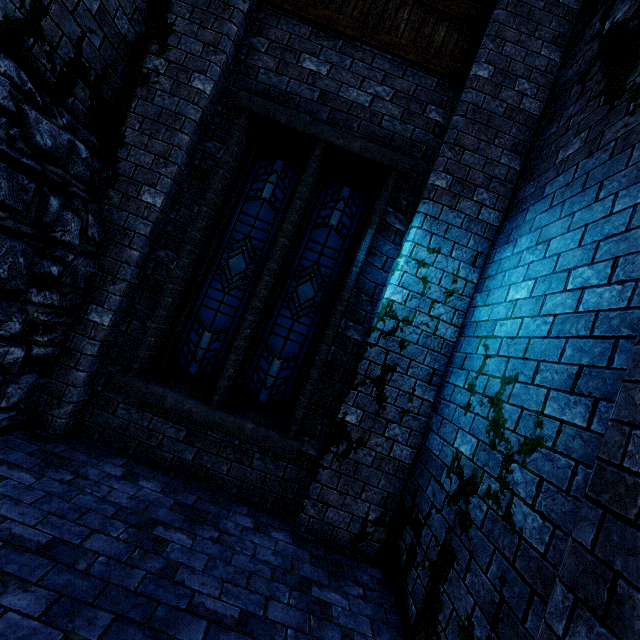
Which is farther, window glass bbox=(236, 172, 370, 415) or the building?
window glass bbox=(236, 172, 370, 415)

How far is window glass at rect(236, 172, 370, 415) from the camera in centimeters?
428cm

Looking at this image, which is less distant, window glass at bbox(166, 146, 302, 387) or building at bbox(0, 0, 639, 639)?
building at bbox(0, 0, 639, 639)

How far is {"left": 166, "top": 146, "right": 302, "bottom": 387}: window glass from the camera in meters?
4.3

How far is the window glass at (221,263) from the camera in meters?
4.3

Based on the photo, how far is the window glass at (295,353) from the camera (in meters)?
4.28

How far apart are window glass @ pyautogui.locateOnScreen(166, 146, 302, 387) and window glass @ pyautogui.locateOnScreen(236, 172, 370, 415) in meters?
0.2 m

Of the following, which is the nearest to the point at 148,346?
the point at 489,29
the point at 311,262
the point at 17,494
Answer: the point at 17,494
